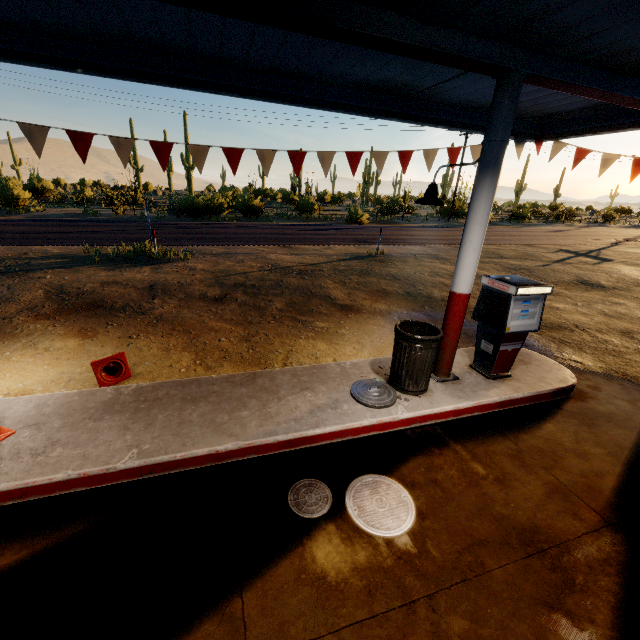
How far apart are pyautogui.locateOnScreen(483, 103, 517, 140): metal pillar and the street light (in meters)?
0.00

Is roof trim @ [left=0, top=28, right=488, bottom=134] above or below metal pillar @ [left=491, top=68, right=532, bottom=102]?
above

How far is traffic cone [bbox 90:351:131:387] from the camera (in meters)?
4.38

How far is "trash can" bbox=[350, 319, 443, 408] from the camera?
4.16m

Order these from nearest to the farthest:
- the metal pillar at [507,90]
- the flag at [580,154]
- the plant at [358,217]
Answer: the metal pillar at [507,90] < the flag at [580,154] < the plant at [358,217]

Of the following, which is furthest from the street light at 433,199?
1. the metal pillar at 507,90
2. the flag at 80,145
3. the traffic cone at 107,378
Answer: the traffic cone at 107,378

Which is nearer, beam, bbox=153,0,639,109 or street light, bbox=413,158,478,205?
beam, bbox=153,0,639,109

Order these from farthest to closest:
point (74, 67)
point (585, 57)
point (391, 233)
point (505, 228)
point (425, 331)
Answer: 1. point (505, 228)
2. point (391, 233)
3. point (425, 331)
4. point (74, 67)
5. point (585, 57)
